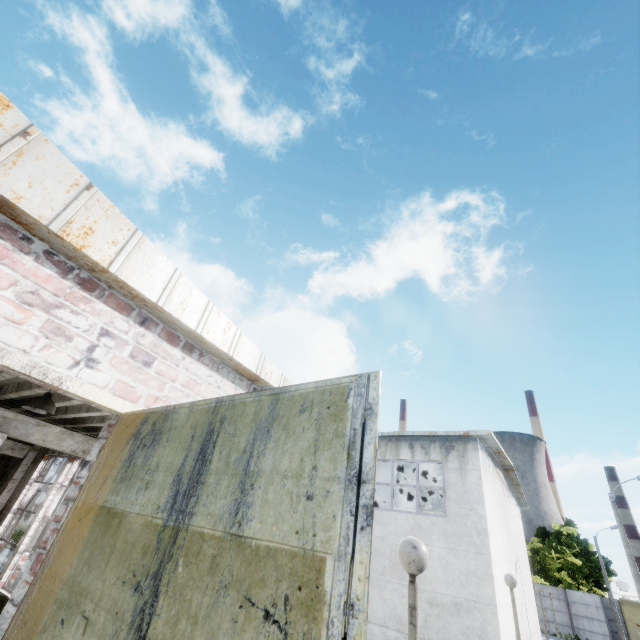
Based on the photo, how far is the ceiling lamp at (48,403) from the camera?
4.8 meters

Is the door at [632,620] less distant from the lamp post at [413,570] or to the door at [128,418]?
the lamp post at [413,570]

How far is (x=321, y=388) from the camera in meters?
1.7 m

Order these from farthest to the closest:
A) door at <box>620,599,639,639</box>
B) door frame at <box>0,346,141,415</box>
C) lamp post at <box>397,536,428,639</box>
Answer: door at <box>620,599,639,639</box>
lamp post at <box>397,536,428,639</box>
door frame at <box>0,346,141,415</box>

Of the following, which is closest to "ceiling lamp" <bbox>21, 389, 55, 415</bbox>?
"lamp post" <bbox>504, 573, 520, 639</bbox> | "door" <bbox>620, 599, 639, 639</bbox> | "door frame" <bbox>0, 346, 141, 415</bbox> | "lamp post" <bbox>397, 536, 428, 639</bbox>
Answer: "door frame" <bbox>0, 346, 141, 415</bbox>

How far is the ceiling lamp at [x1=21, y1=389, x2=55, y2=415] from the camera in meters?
4.8

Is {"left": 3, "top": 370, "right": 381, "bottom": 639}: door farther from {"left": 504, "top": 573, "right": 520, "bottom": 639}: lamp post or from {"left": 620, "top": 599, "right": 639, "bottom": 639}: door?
{"left": 620, "top": 599, "right": 639, "bottom": 639}: door

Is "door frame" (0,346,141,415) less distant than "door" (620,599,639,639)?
Yes
